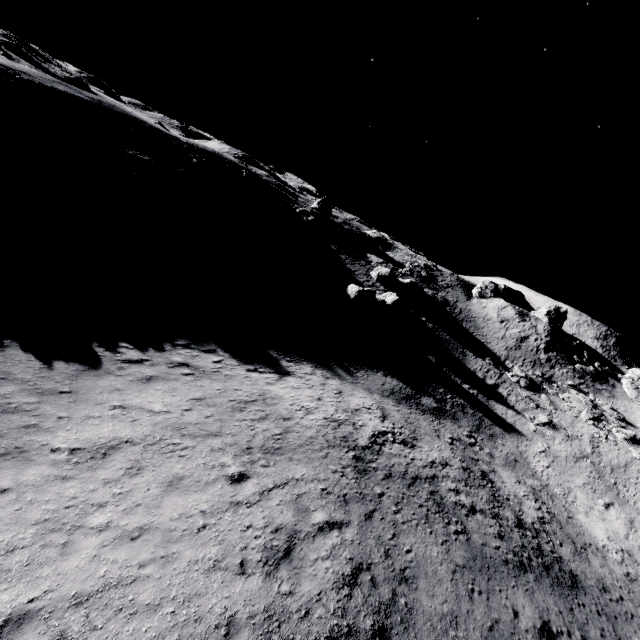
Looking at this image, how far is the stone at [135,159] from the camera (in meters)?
28.12

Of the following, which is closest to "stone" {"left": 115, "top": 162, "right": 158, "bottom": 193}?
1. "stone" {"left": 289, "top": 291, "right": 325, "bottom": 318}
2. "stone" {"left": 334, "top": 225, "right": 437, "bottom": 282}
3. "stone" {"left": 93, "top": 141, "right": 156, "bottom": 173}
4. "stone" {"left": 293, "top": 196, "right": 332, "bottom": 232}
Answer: "stone" {"left": 93, "top": 141, "right": 156, "bottom": 173}

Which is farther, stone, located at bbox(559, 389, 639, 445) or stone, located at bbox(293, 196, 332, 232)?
stone, located at bbox(293, 196, 332, 232)

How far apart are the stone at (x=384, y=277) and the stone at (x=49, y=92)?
38.5m

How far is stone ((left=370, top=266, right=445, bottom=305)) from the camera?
40.88m

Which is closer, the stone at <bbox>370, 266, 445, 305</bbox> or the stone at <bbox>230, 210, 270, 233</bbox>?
the stone at <bbox>230, 210, 270, 233</bbox>

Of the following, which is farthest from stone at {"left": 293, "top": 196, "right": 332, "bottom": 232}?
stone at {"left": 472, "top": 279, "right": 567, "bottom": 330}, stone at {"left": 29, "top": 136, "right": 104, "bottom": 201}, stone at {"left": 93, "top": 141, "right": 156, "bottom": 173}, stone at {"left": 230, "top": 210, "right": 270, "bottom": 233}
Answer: stone at {"left": 472, "top": 279, "right": 567, "bottom": 330}

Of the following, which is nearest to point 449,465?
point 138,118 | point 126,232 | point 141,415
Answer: point 141,415
